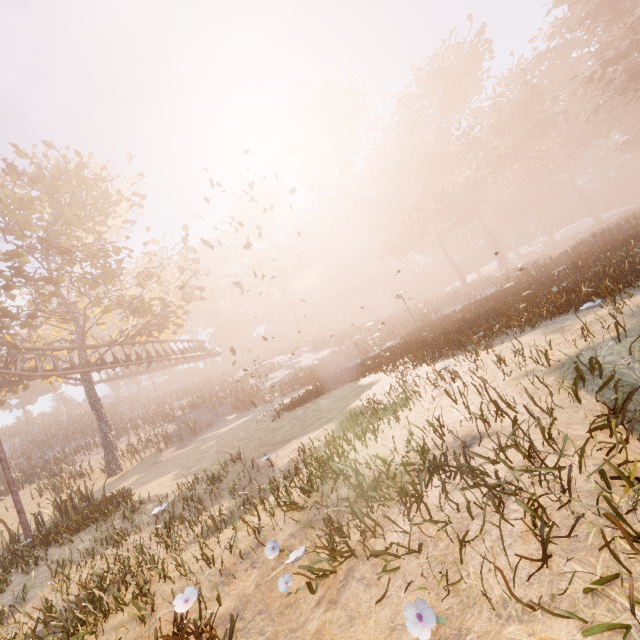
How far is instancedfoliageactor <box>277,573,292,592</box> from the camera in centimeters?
323cm

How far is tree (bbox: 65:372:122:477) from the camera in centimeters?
1853cm

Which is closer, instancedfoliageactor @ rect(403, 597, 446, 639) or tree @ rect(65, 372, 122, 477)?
instancedfoliageactor @ rect(403, 597, 446, 639)

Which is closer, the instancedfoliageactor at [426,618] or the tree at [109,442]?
the instancedfoliageactor at [426,618]

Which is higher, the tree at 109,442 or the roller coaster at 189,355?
the roller coaster at 189,355

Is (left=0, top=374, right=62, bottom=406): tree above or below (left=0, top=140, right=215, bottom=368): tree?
below

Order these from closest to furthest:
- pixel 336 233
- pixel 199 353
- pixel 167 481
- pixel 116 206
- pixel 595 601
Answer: pixel 595 601, pixel 167 481, pixel 116 206, pixel 199 353, pixel 336 233

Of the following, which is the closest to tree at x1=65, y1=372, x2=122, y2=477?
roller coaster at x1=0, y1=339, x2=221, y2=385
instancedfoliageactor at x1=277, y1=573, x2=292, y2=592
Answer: roller coaster at x1=0, y1=339, x2=221, y2=385
